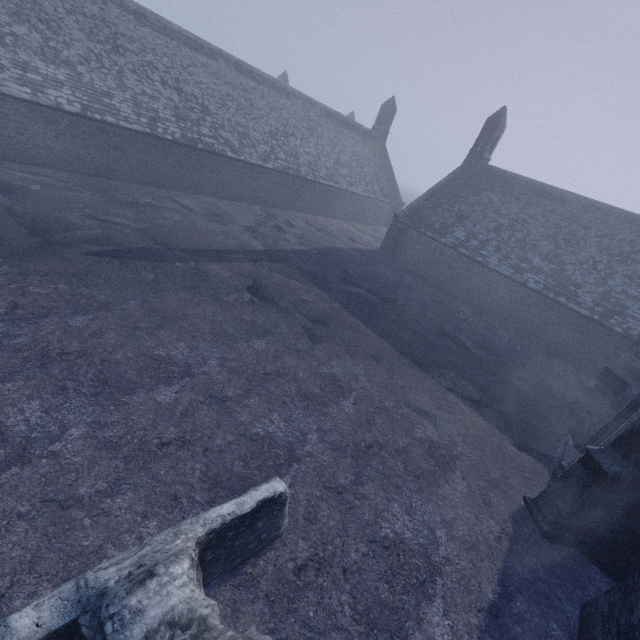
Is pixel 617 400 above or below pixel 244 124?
below
